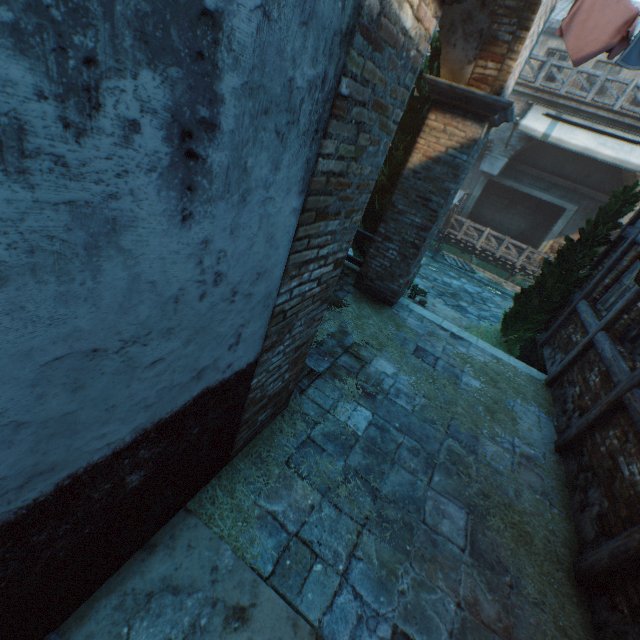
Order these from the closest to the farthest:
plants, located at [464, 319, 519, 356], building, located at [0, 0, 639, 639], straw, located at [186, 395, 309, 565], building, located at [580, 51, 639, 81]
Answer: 1. building, located at [0, 0, 639, 639]
2. straw, located at [186, 395, 309, 565]
3. plants, located at [464, 319, 519, 356]
4. building, located at [580, 51, 639, 81]

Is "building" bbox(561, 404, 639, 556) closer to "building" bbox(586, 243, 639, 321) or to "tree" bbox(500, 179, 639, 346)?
"building" bbox(586, 243, 639, 321)

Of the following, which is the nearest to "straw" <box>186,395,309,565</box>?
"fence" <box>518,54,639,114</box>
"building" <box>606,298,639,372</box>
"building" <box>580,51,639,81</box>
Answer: "building" <box>606,298,639,372</box>

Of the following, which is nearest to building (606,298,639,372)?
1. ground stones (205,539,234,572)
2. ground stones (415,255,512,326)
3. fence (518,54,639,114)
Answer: ground stones (415,255,512,326)

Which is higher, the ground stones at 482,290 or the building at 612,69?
the building at 612,69

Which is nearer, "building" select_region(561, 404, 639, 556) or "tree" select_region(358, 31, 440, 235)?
"building" select_region(561, 404, 639, 556)

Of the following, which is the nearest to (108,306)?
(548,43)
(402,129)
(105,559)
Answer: (105,559)

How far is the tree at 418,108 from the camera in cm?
682
